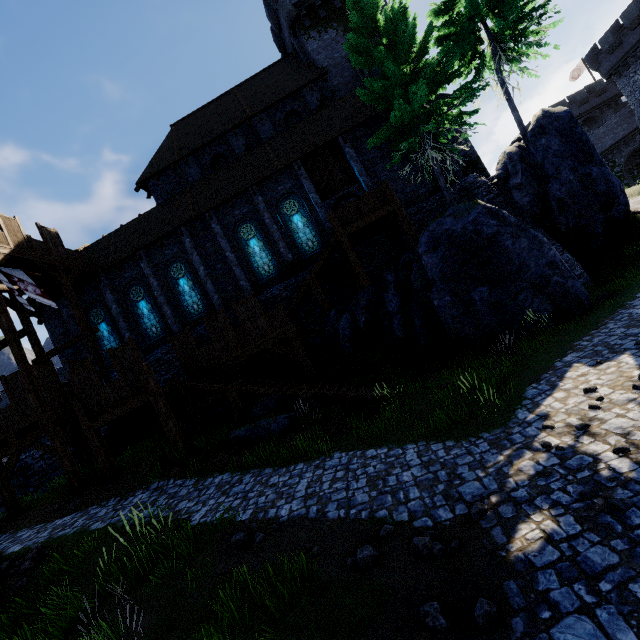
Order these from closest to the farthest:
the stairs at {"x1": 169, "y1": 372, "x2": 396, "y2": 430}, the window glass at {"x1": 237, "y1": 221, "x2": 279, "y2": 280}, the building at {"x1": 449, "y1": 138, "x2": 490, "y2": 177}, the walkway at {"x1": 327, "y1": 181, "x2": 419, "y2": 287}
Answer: the stairs at {"x1": 169, "y1": 372, "x2": 396, "y2": 430} → the walkway at {"x1": 327, "y1": 181, "x2": 419, "y2": 287} → the window glass at {"x1": 237, "y1": 221, "x2": 279, "y2": 280} → the building at {"x1": 449, "y1": 138, "x2": 490, "y2": 177}

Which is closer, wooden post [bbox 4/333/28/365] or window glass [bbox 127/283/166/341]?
wooden post [bbox 4/333/28/365]

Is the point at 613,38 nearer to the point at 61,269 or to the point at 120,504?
the point at 61,269

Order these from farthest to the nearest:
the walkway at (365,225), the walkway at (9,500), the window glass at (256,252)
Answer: the window glass at (256,252) < the walkway at (365,225) < the walkway at (9,500)

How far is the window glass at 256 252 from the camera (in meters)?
19.25

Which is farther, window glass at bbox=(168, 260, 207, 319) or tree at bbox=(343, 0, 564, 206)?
window glass at bbox=(168, 260, 207, 319)

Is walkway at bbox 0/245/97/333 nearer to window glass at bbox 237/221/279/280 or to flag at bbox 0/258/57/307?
flag at bbox 0/258/57/307

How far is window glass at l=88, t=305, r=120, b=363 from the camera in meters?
20.2
